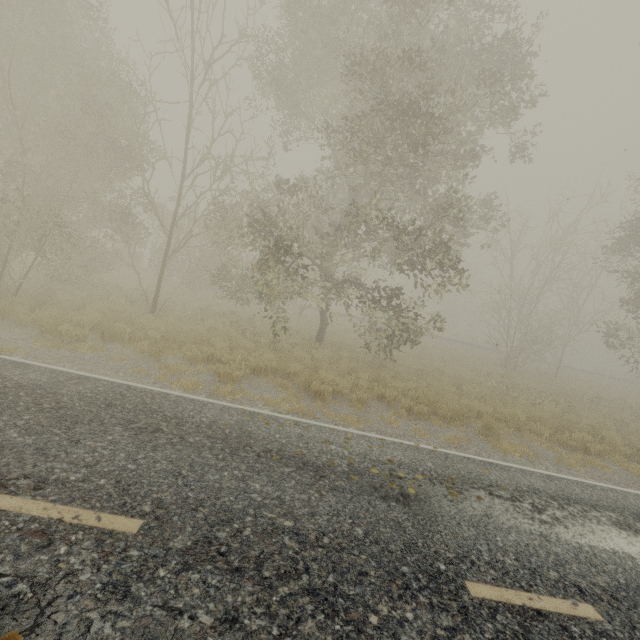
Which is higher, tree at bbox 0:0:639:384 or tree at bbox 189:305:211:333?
tree at bbox 0:0:639:384

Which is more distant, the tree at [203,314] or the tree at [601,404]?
the tree at [601,404]

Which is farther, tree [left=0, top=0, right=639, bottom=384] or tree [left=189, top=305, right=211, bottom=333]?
tree [left=189, top=305, right=211, bottom=333]

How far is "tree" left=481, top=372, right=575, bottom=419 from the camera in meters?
13.2

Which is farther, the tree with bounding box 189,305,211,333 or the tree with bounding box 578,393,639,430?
the tree with bounding box 578,393,639,430

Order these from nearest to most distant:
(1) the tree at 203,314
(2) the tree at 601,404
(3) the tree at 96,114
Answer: (3) the tree at 96,114 → (1) the tree at 203,314 → (2) the tree at 601,404

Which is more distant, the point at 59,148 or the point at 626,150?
the point at 59,148
